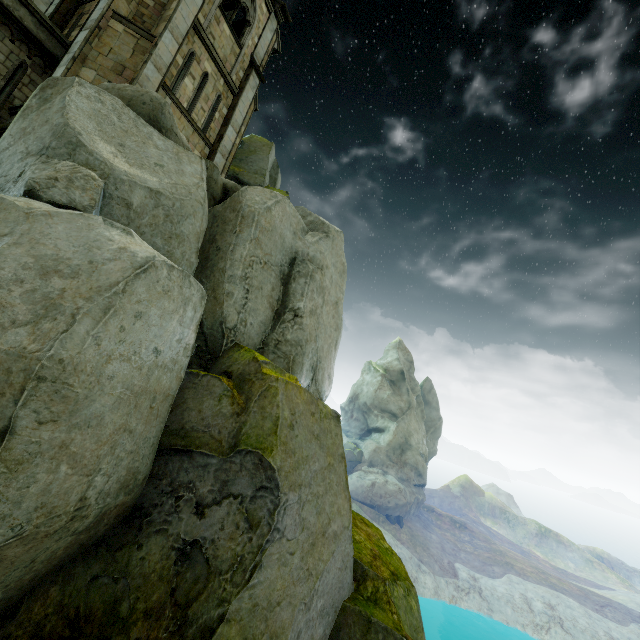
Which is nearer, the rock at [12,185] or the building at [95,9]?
the rock at [12,185]

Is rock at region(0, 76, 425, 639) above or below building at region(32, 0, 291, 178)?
below

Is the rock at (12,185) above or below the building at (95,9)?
below

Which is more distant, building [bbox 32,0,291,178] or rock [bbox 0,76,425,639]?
building [bbox 32,0,291,178]

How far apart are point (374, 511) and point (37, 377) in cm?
4749
